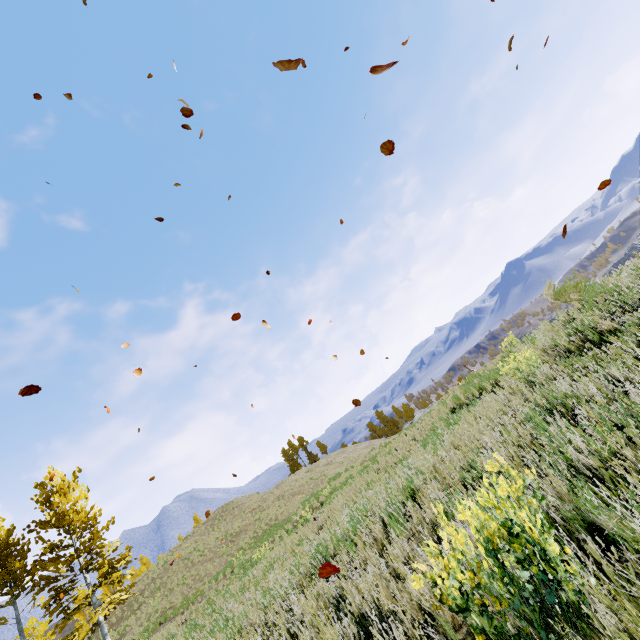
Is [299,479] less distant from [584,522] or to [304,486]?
[304,486]

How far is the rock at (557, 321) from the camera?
6.2 meters

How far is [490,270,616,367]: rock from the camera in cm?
621
